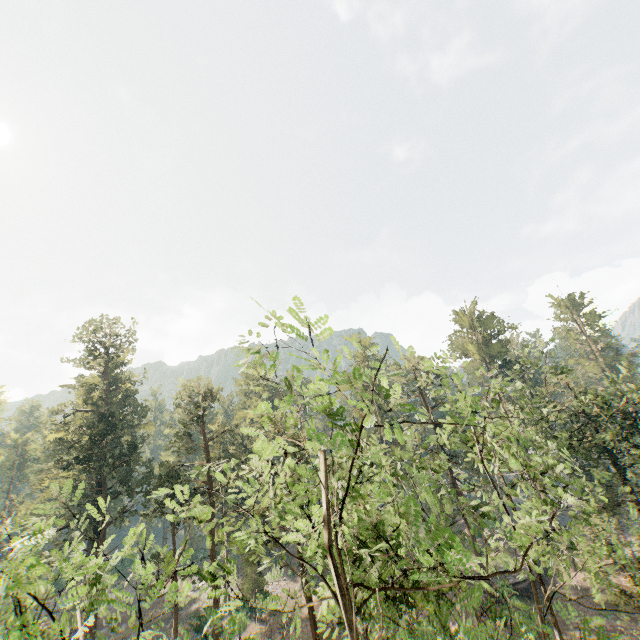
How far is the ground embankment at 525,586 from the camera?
33.5m

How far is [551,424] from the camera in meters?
42.5 m

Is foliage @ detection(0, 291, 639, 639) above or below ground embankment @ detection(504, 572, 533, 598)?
above

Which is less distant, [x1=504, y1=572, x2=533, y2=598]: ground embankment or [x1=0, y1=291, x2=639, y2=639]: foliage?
[x1=0, y1=291, x2=639, y2=639]: foliage

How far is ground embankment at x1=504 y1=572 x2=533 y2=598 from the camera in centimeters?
3353cm

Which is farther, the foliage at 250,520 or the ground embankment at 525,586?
the ground embankment at 525,586
